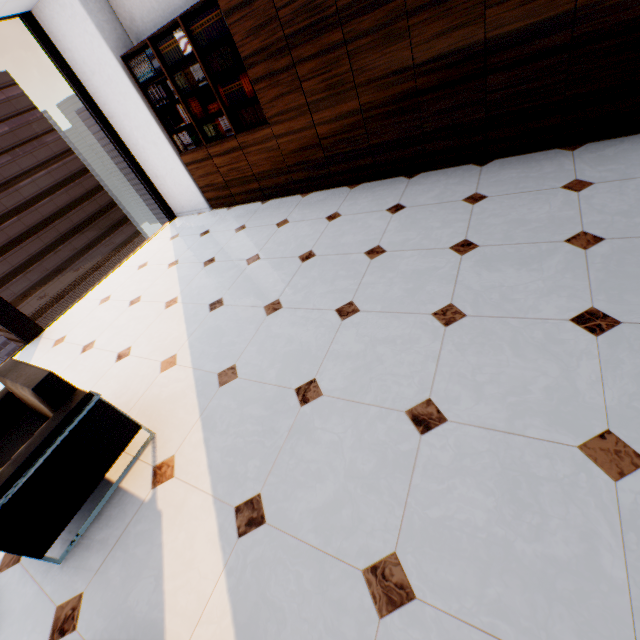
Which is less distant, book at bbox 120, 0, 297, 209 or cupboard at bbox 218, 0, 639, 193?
cupboard at bbox 218, 0, 639, 193

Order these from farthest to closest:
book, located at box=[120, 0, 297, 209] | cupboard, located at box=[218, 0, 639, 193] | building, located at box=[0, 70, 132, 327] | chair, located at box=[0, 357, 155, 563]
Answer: building, located at box=[0, 70, 132, 327] → book, located at box=[120, 0, 297, 209] → cupboard, located at box=[218, 0, 639, 193] → chair, located at box=[0, 357, 155, 563]

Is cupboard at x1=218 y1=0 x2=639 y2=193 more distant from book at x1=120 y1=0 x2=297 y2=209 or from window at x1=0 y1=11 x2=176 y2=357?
window at x1=0 y1=11 x2=176 y2=357

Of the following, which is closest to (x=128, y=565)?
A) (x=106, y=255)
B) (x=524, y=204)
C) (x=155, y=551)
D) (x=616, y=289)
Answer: (x=155, y=551)

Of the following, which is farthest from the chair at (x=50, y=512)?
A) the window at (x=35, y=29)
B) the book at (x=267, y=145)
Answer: the book at (x=267, y=145)

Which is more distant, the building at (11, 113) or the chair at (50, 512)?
the building at (11, 113)

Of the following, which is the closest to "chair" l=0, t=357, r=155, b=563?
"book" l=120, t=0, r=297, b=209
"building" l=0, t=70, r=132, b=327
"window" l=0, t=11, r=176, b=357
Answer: "window" l=0, t=11, r=176, b=357
